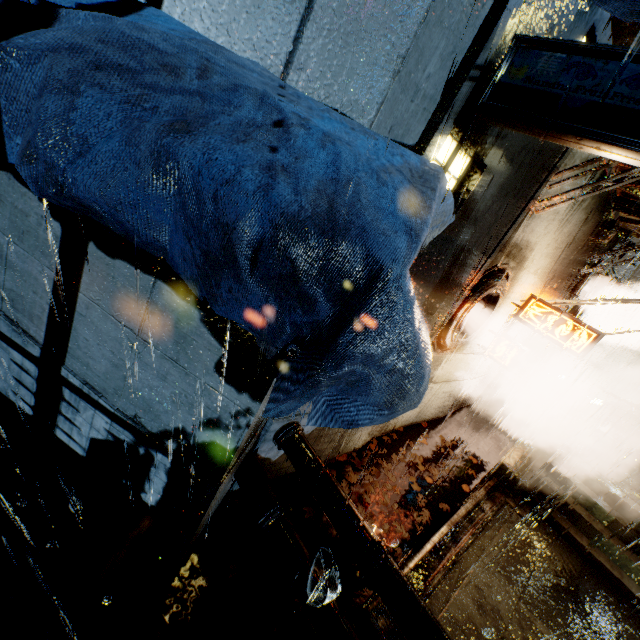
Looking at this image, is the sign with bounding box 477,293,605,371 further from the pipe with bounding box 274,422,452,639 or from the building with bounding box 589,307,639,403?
the pipe with bounding box 274,422,452,639

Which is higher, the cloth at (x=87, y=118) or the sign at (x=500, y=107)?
the sign at (x=500, y=107)

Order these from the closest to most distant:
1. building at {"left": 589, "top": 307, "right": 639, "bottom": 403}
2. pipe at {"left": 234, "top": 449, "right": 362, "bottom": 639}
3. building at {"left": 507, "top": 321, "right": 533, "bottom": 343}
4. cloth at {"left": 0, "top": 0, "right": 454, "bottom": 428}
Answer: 1. cloth at {"left": 0, "top": 0, "right": 454, "bottom": 428}
2. pipe at {"left": 234, "top": 449, "right": 362, "bottom": 639}
3. building at {"left": 507, "top": 321, "right": 533, "bottom": 343}
4. building at {"left": 589, "top": 307, "right": 639, "bottom": 403}

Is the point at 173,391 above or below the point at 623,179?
below

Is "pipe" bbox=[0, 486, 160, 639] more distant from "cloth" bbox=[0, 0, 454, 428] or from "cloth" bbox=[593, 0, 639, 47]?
"cloth" bbox=[593, 0, 639, 47]

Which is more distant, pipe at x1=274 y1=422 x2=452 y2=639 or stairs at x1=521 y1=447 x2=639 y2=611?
stairs at x1=521 y1=447 x2=639 y2=611

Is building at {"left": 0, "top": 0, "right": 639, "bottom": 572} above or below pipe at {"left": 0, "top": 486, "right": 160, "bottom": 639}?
above

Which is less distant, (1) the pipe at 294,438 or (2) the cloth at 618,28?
(2) the cloth at 618,28
